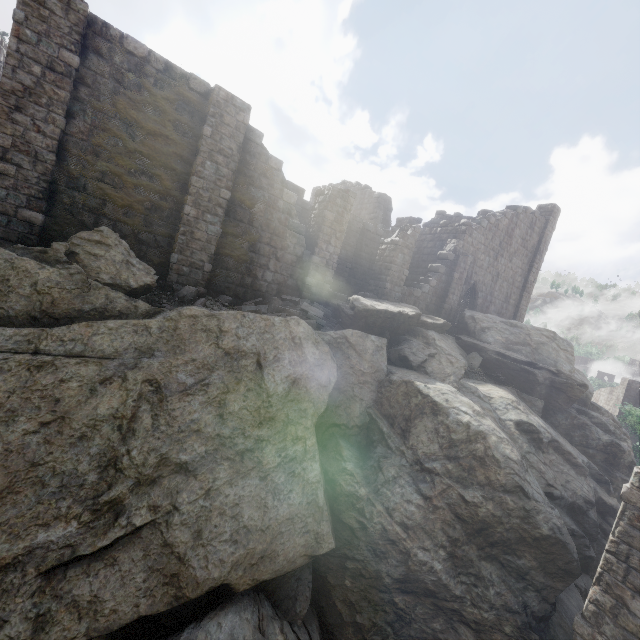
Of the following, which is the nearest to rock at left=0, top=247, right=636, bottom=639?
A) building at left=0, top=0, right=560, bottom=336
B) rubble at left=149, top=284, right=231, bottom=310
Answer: rubble at left=149, top=284, right=231, bottom=310

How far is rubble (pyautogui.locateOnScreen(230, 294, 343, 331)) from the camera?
11.4 meters

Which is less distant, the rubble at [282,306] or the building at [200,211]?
the building at [200,211]

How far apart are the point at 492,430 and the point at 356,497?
4.1m

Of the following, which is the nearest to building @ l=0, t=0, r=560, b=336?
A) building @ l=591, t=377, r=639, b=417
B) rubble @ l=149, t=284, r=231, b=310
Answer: rubble @ l=149, t=284, r=231, b=310

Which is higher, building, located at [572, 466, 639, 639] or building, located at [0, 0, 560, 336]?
building, located at [0, 0, 560, 336]

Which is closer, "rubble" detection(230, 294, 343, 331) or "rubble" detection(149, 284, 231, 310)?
"rubble" detection(149, 284, 231, 310)

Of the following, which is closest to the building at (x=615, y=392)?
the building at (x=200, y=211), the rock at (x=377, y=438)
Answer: the rock at (x=377, y=438)
